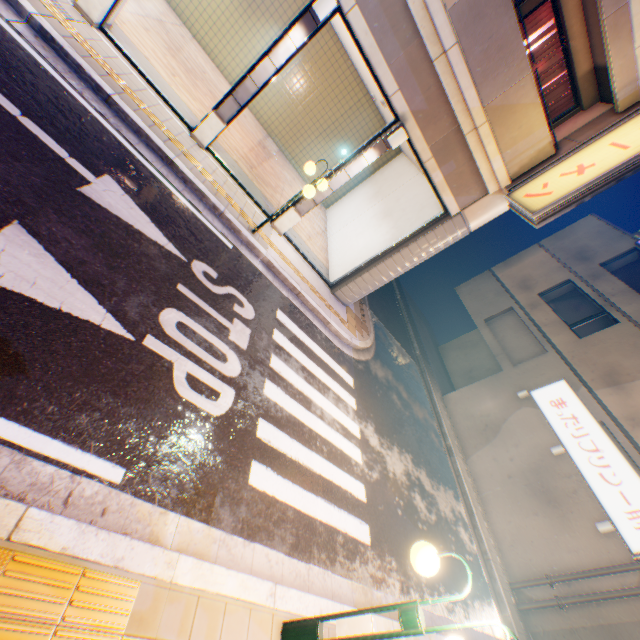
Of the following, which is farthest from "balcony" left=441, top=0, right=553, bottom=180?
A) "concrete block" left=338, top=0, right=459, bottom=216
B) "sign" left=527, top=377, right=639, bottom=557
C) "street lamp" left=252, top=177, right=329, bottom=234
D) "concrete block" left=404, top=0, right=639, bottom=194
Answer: "sign" left=527, top=377, right=639, bottom=557

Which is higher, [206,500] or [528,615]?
[528,615]

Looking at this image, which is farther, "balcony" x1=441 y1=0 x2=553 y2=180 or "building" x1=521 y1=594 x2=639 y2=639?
"building" x1=521 y1=594 x2=639 y2=639

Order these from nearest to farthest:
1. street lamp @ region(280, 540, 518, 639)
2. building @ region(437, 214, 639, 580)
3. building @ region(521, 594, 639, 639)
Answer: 1. street lamp @ region(280, 540, 518, 639)
2. building @ region(521, 594, 639, 639)
3. building @ region(437, 214, 639, 580)

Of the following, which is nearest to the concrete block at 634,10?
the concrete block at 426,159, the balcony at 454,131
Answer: the balcony at 454,131

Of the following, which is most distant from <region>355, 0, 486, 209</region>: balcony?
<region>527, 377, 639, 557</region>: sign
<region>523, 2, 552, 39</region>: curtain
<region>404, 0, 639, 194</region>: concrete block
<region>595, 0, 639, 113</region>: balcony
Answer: <region>527, 377, 639, 557</region>: sign

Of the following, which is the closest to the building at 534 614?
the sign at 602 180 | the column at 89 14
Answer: the sign at 602 180

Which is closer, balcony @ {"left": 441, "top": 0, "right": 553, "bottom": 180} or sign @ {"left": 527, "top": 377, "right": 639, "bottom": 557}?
balcony @ {"left": 441, "top": 0, "right": 553, "bottom": 180}
